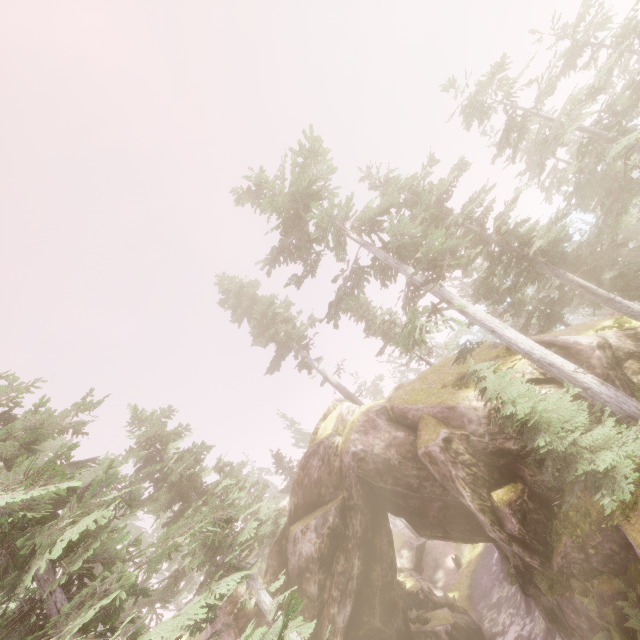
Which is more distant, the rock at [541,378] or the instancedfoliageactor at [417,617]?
the instancedfoliageactor at [417,617]

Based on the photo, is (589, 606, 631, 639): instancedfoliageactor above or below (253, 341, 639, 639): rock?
below

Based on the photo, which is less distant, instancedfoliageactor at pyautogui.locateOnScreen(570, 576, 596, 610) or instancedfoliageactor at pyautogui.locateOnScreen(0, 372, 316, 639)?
instancedfoliageactor at pyautogui.locateOnScreen(0, 372, 316, 639)

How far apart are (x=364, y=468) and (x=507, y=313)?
11.6m

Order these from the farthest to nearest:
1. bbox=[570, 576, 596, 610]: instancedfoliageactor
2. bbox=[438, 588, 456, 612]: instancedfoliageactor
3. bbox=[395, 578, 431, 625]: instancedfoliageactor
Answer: bbox=[438, 588, 456, 612]: instancedfoliageactor, bbox=[395, 578, 431, 625]: instancedfoliageactor, bbox=[570, 576, 596, 610]: instancedfoliageactor

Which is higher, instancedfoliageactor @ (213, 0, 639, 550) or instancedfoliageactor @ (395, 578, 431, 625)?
instancedfoliageactor @ (213, 0, 639, 550)

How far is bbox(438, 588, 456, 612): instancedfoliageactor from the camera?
24.0 meters

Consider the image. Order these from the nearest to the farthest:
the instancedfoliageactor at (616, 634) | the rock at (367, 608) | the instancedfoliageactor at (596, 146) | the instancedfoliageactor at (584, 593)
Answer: the instancedfoliageactor at (616, 634), the instancedfoliageactor at (584, 593), the instancedfoliageactor at (596, 146), the rock at (367, 608)
